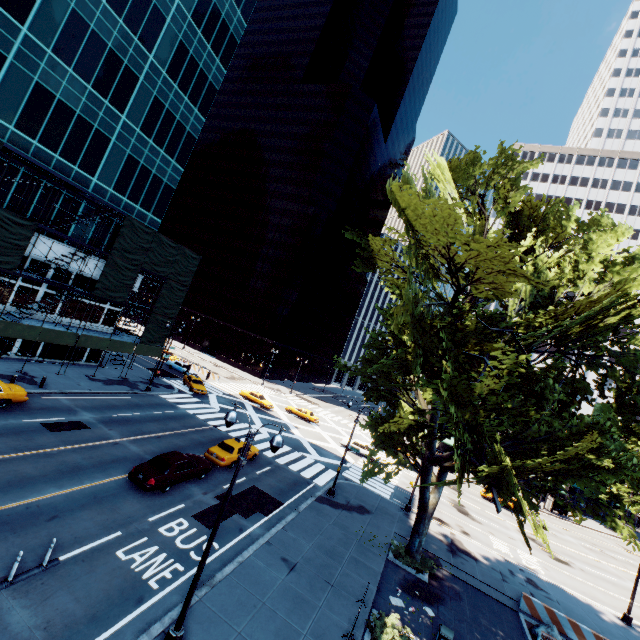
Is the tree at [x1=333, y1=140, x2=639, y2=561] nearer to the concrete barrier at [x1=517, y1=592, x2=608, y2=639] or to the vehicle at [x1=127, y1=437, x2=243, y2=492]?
the concrete barrier at [x1=517, y1=592, x2=608, y2=639]

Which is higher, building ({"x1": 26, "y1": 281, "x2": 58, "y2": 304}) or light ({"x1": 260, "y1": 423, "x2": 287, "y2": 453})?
light ({"x1": 260, "y1": 423, "x2": 287, "y2": 453})

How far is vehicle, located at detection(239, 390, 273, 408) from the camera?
44.34m

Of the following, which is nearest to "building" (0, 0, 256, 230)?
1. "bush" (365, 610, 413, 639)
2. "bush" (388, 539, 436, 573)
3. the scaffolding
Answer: the scaffolding

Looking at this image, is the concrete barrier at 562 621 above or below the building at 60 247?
below

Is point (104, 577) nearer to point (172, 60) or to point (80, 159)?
point (80, 159)

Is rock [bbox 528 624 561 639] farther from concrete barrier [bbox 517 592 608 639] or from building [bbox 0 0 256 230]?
building [bbox 0 0 256 230]

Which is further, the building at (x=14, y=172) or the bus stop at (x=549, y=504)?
the bus stop at (x=549, y=504)
